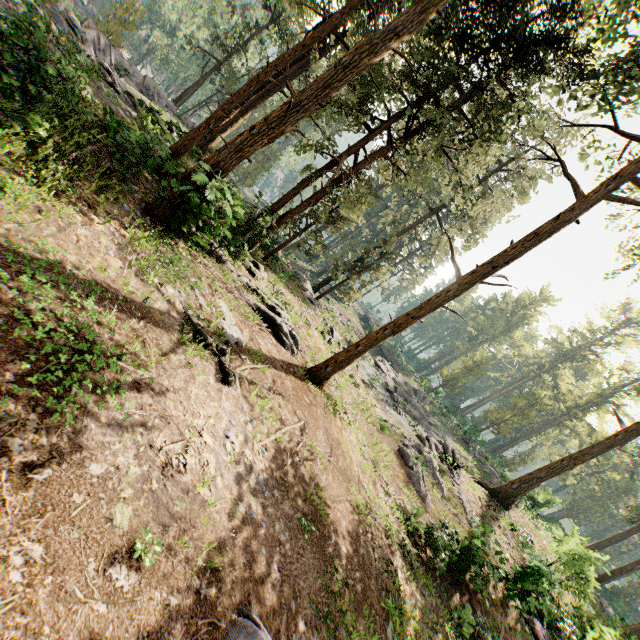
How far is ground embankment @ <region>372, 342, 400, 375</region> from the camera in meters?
45.6

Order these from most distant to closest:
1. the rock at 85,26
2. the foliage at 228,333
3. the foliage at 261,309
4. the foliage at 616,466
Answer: the foliage at 616,466, the rock at 85,26, the foliage at 261,309, the foliage at 228,333

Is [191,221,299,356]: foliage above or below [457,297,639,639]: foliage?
below

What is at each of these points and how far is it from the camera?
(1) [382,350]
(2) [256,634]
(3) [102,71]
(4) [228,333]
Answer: (1) ground embankment, 48.9 meters
(2) foliage, 4.7 meters
(3) foliage, 13.9 meters
(4) foliage, 9.8 meters

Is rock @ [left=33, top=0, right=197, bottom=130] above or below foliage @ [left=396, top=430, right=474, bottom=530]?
below

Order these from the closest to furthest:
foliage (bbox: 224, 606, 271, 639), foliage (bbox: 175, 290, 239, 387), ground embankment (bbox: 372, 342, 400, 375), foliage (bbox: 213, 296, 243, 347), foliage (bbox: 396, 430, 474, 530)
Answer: foliage (bbox: 224, 606, 271, 639)
foliage (bbox: 175, 290, 239, 387)
foliage (bbox: 213, 296, 243, 347)
foliage (bbox: 396, 430, 474, 530)
ground embankment (bbox: 372, 342, 400, 375)

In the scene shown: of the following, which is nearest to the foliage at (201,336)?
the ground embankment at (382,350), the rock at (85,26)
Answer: the rock at (85,26)

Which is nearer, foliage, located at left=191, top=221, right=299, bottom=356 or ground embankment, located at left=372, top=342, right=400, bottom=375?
foliage, located at left=191, top=221, right=299, bottom=356
